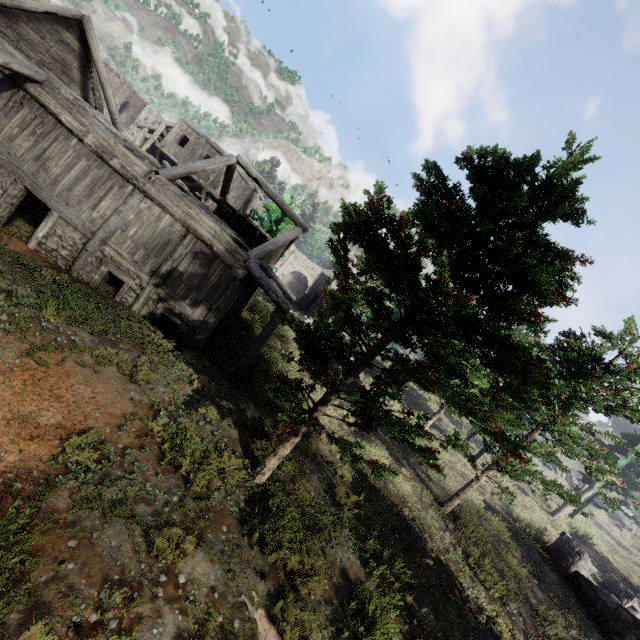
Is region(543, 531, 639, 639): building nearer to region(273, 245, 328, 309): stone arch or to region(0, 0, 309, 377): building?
region(0, 0, 309, 377): building

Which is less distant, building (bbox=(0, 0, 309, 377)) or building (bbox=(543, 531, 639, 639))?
building (bbox=(0, 0, 309, 377))

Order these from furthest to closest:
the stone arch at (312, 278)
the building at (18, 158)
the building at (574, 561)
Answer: the stone arch at (312, 278) → the building at (574, 561) → the building at (18, 158)

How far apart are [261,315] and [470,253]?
16.4m

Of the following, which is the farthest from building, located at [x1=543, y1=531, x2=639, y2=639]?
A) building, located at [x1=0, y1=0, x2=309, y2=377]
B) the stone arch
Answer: the stone arch

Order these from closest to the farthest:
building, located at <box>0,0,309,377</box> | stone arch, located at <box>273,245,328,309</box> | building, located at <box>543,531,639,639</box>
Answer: building, located at <box>0,0,309,377</box> → building, located at <box>543,531,639,639</box> → stone arch, located at <box>273,245,328,309</box>

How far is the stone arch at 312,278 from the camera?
43.3 meters
